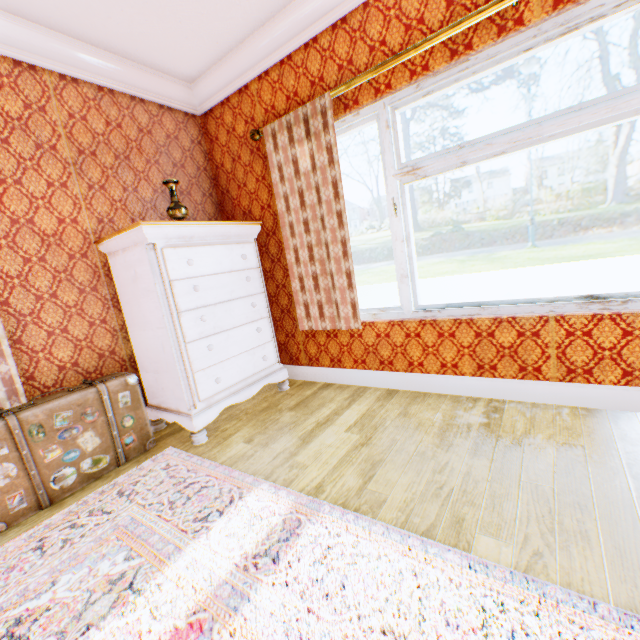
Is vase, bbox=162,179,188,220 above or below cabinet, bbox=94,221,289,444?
above

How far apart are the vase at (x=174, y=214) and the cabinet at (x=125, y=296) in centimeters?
29cm

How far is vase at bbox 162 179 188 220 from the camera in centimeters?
268cm

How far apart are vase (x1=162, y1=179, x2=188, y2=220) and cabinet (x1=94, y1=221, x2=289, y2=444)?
0.3m

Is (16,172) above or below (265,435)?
above

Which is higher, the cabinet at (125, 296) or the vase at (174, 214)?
the vase at (174, 214)

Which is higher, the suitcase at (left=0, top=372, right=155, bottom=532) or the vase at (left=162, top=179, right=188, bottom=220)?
the vase at (left=162, top=179, right=188, bottom=220)

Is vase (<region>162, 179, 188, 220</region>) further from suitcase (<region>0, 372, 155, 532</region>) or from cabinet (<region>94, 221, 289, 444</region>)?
suitcase (<region>0, 372, 155, 532</region>)
